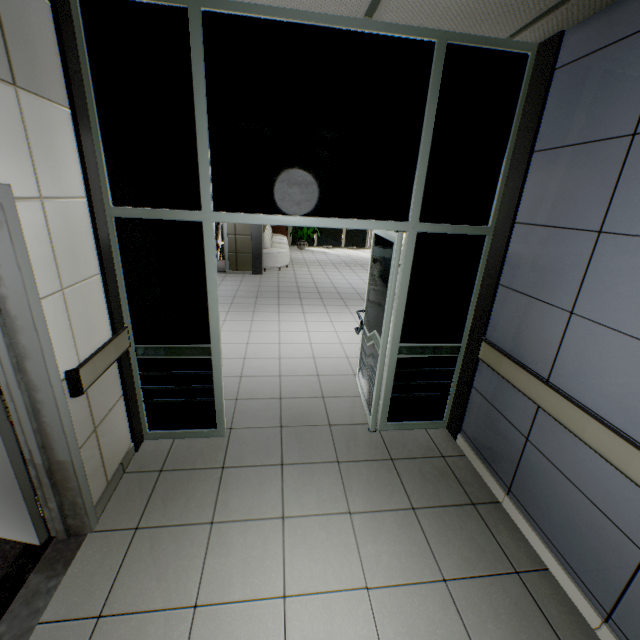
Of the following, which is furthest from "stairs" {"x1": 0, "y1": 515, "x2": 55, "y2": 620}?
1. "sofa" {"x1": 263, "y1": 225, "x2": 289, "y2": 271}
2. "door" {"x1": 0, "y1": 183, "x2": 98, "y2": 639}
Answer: "sofa" {"x1": 263, "y1": 225, "x2": 289, "y2": 271}

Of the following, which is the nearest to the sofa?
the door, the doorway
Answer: the doorway

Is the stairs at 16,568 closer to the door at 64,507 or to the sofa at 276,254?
the door at 64,507

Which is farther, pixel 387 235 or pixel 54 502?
pixel 387 235

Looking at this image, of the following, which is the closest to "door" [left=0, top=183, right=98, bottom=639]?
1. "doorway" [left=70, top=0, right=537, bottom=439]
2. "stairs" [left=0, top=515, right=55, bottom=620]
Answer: "stairs" [left=0, top=515, right=55, bottom=620]

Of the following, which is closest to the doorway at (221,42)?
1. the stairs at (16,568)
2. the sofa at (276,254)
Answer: the stairs at (16,568)

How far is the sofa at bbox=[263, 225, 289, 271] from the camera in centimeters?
976cm

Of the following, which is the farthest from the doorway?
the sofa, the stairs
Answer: the sofa
